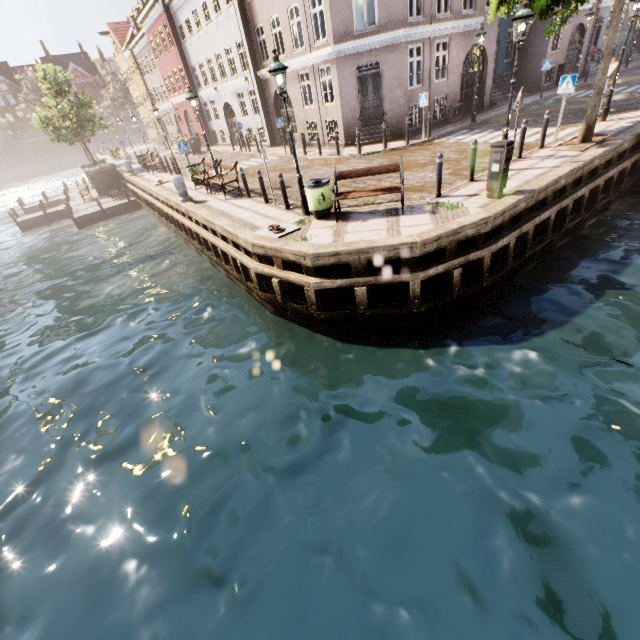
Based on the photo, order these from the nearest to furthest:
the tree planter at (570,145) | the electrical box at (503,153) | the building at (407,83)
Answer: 1. the electrical box at (503,153)
2. the tree planter at (570,145)
3. the building at (407,83)

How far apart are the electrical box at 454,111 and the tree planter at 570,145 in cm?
864

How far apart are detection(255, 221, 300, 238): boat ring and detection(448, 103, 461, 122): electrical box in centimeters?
1519cm

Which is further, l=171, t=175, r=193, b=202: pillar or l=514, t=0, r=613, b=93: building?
l=514, t=0, r=613, b=93: building

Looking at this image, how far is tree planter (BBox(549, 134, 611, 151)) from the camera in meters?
10.2 m

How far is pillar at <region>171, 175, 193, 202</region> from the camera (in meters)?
13.16

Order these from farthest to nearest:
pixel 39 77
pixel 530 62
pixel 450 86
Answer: pixel 39 77 → pixel 530 62 → pixel 450 86

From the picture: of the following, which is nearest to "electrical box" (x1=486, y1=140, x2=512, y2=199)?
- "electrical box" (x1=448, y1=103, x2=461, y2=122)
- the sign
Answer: the sign
